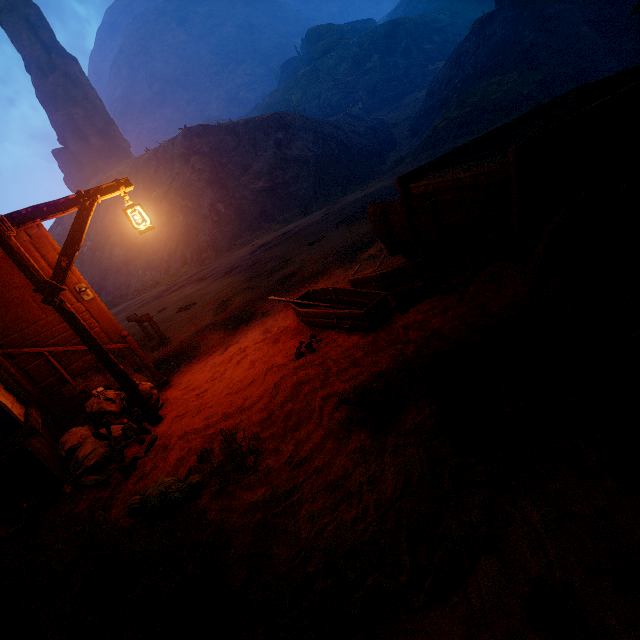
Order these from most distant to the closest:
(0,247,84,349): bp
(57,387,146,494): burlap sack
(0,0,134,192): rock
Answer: (0,0,134,192): rock
(0,247,84,349): bp
(57,387,146,494): burlap sack

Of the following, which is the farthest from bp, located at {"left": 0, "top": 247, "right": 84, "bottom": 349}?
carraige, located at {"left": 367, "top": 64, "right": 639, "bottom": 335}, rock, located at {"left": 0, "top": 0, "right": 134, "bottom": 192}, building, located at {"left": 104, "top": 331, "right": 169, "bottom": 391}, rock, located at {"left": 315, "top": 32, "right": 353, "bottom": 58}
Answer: rock, located at {"left": 315, "top": 32, "right": 353, "bottom": 58}

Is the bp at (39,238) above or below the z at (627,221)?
above

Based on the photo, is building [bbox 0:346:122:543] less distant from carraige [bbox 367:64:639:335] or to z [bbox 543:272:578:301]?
z [bbox 543:272:578:301]

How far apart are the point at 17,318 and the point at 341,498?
5.2m

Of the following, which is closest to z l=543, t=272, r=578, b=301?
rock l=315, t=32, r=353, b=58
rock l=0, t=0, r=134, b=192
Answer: rock l=315, t=32, r=353, b=58

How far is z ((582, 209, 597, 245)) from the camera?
3.8 meters

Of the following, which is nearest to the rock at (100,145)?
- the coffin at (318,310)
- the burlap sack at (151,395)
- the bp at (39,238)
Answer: the bp at (39,238)
